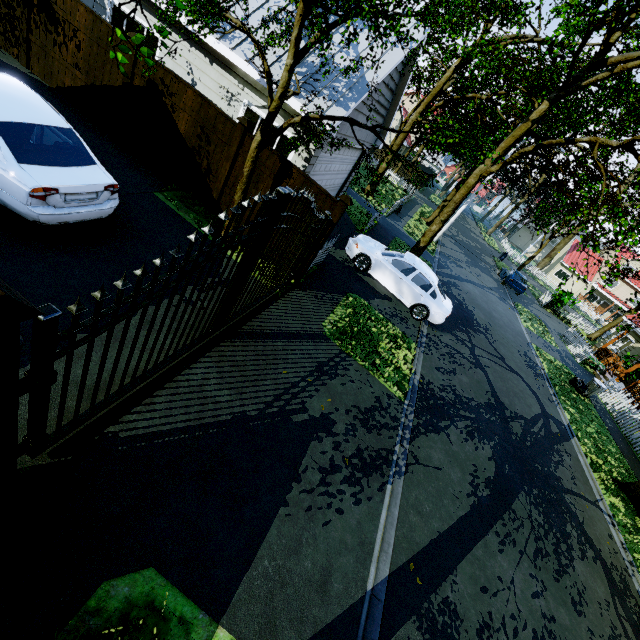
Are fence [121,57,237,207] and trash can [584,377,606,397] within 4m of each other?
no

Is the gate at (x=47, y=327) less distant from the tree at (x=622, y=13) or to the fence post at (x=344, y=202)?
the fence post at (x=344, y=202)

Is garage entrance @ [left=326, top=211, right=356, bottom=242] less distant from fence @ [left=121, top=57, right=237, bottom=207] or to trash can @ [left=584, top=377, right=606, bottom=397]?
fence @ [left=121, top=57, right=237, bottom=207]

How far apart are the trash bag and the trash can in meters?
0.0

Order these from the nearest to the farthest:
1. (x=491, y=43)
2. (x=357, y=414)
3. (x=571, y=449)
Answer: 1. (x=357, y=414)
2. (x=571, y=449)
3. (x=491, y=43)

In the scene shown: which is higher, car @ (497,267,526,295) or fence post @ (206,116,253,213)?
fence post @ (206,116,253,213)

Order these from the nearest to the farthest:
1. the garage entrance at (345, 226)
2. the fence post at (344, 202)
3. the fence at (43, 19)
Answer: the fence post at (344, 202)
the fence at (43, 19)
the garage entrance at (345, 226)

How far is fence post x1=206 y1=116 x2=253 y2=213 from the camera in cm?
746
